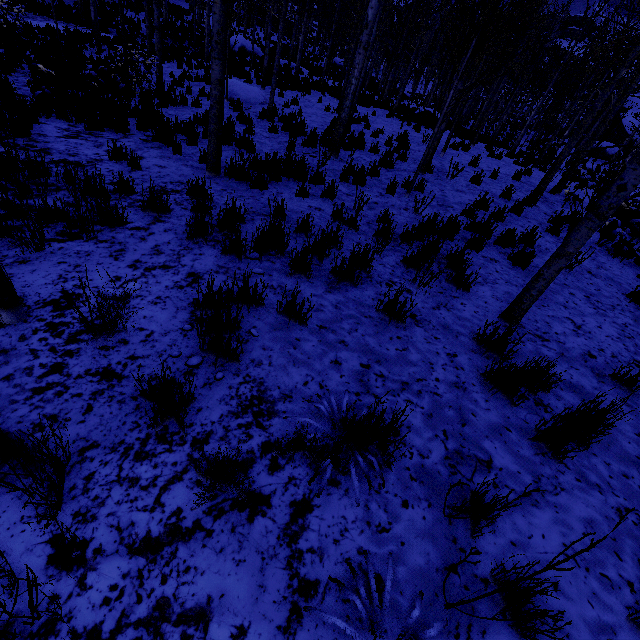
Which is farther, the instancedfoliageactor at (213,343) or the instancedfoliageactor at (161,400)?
the instancedfoliageactor at (213,343)

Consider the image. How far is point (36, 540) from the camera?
1.52m

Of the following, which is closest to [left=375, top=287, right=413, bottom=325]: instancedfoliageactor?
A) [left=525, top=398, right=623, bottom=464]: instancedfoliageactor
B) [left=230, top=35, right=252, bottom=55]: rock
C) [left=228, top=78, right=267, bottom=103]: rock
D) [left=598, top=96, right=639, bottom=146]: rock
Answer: [left=525, top=398, right=623, bottom=464]: instancedfoliageactor

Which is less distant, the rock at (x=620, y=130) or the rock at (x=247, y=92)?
the rock at (x=247, y=92)

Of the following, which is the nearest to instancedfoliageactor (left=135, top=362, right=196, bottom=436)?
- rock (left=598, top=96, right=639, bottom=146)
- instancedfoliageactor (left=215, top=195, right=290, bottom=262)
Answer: rock (left=598, top=96, right=639, bottom=146)

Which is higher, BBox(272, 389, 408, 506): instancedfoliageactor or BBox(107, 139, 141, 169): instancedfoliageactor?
BBox(272, 389, 408, 506): instancedfoliageactor

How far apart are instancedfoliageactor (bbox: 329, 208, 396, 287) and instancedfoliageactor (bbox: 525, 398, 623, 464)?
2.2 meters

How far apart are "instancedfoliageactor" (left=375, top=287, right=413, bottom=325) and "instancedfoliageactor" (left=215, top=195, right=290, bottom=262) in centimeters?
147cm
